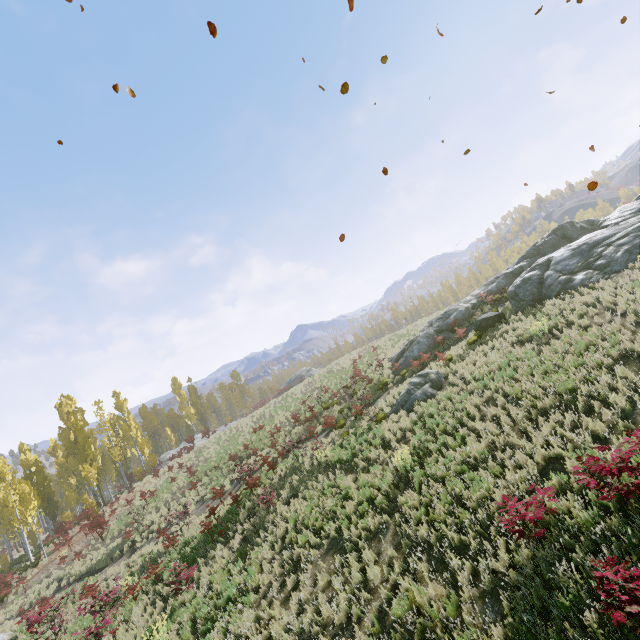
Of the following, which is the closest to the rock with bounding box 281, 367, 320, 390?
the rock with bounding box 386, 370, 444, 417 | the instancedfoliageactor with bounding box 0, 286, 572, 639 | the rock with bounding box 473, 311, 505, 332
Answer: the instancedfoliageactor with bounding box 0, 286, 572, 639

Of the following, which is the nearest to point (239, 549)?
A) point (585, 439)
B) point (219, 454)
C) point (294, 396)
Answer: point (585, 439)

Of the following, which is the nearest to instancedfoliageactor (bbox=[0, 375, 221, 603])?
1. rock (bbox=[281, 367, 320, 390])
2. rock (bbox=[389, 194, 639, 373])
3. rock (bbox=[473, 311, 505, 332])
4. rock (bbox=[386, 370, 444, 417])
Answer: rock (bbox=[281, 367, 320, 390])

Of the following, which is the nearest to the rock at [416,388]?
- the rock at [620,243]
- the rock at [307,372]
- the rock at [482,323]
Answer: the rock at [482,323]

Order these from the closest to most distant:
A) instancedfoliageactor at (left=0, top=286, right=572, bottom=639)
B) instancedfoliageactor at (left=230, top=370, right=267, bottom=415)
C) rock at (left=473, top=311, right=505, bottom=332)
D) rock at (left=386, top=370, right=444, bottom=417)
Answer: instancedfoliageactor at (left=0, top=286, right=572, bottom=639) → rock at (left=386, top=370, right=444, bottom=417) → rock at (left=473, top=311, right=505, bottom=332) → instancedfoliageactor at (left=230, top=370, right=267, bottom=415)

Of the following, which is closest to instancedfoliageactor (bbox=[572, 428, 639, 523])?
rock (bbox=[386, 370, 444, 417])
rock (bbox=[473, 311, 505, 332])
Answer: rock (bbox=[473, 311, 505, 332])

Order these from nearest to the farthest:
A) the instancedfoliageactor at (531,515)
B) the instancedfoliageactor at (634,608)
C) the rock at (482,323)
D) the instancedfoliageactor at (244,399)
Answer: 1. the instancedfoliageactor at (634,608)
2. the instancedfoliageactor at (531,515)
3. the rock at (482,323)
4. the instancedfoliageactor at (244,399)
